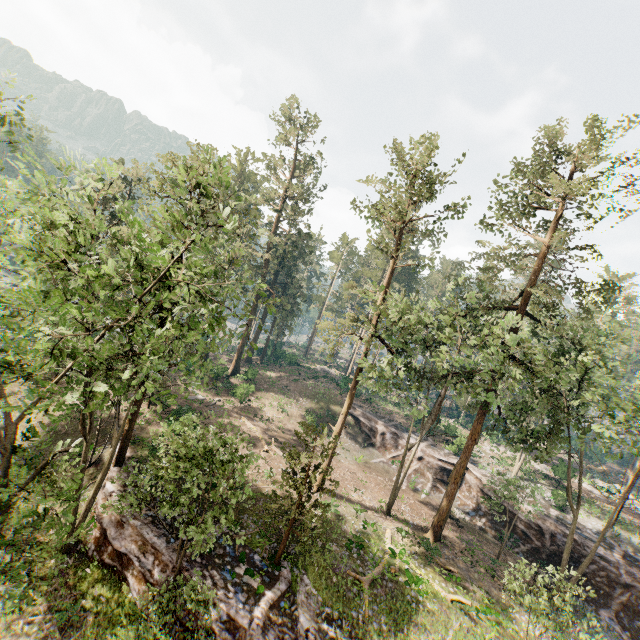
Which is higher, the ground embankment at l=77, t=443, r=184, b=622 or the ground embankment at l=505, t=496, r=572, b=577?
the ground embankment at l=505, t=496, r=572, b=577

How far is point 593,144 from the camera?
21.0m

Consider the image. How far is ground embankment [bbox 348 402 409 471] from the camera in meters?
35.9

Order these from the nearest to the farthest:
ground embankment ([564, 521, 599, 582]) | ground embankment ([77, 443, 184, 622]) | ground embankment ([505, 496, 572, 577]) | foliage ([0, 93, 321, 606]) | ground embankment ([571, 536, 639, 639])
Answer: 1. foliage ([0, 93, 321, 606])
2. ground embankment ([77, 443, 184, 622])
3. ground embankment ([571, 536, 639, 639])
4. ground embankment ([564, 521, 599, 582])
5. ground embankment ([505, 496, 572, 577])

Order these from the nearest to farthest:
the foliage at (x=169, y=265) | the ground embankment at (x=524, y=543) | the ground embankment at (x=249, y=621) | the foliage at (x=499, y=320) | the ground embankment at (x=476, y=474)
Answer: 1. the foliage at (x=169, y=265)
2. the ground embankment at (x=249, y=621)
3. the foliage at (x=499, y=320)
4. the ground embankment at (x=524, y=543)
5. the ground embankment at (x=476, y=474)

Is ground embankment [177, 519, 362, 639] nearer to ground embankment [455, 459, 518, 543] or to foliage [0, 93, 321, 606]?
foliage [0, 93, 321, 606]

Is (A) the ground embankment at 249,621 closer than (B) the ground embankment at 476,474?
Yes
